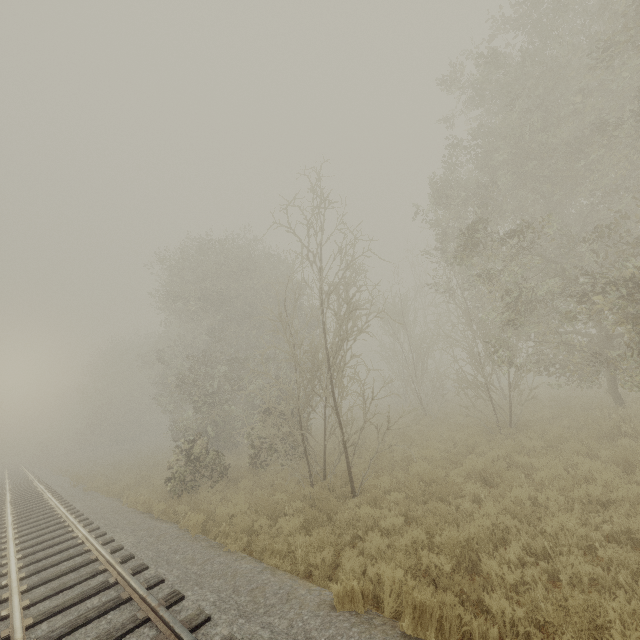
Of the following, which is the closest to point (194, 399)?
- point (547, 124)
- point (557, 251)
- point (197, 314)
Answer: point (197, 314)
